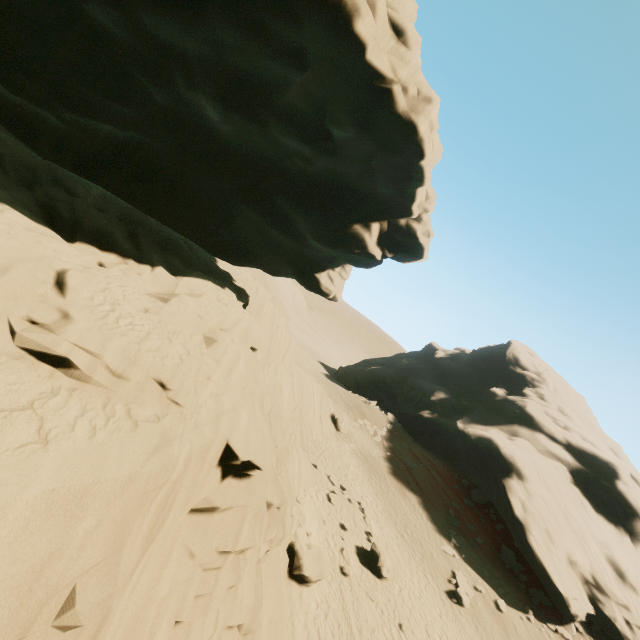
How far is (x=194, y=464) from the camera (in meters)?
5.98

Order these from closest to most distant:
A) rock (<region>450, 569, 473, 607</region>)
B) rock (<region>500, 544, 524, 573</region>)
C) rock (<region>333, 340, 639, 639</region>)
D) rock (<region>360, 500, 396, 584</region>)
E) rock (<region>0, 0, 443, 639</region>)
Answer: rock (<region>0, 0, 443, 639</region>)
rock (<region>360, 500, 396, 584</region>)
rock (<region>450, 569, 473, 607</region>)
rock (<region>333, 340, 639, 639</region>)
rock (<region>500, 544, 524, 573</region>)

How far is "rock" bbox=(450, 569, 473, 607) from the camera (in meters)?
17.36

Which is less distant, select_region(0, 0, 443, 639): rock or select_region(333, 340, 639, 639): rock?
select_region(0, 0, 443, 639): rock

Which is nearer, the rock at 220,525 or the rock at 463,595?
the rock at 220,525

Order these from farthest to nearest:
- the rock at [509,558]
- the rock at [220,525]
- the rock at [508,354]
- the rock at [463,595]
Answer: the rock at [509,558] → the rock at [508,354] → the rock at [463,595] → the rock at [220,525]
